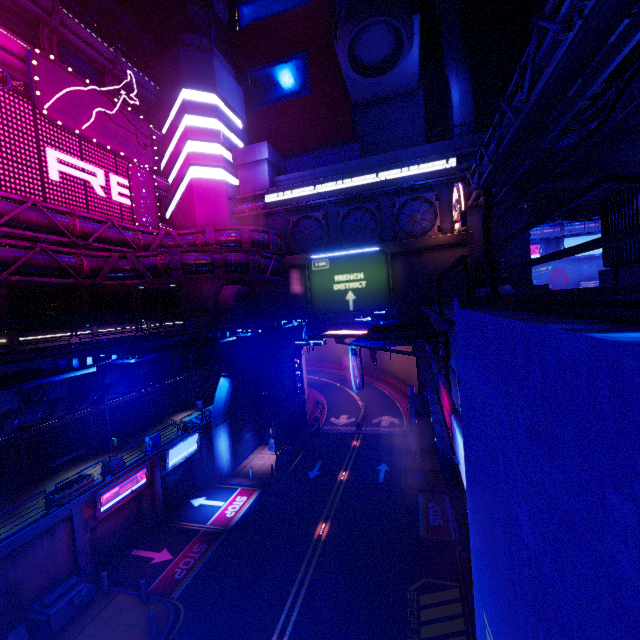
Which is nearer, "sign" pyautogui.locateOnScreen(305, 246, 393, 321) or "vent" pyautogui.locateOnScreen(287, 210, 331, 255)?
"sign" pyautogui.locateOnScreen(305, 246, 393, 321)

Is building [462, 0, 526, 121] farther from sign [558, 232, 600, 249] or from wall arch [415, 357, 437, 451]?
sign [558, 232, 600, 249]

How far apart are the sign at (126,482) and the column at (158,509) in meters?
0.4

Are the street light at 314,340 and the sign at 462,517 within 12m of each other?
yes

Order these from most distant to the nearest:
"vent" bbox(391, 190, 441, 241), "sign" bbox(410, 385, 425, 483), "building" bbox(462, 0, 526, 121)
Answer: "building" bbox(462, 0, 526, 121) → "vent" bbox(391, 190, 441, 241) → "sign" bbox(410, 385, 425, 483)

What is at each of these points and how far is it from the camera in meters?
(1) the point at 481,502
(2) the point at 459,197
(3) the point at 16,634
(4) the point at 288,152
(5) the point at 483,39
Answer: (1) walkway, 3.2
(2) sign, 24.8
(3) fence, 13.7
(4) building, 39.8
(5) building, 38.5

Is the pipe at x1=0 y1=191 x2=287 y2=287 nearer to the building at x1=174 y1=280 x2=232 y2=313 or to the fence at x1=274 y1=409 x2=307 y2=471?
the building at x1=174 y1=280 x2=232 y2=313

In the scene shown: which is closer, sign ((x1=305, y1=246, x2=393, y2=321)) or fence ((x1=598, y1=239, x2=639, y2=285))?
fence ((x1=598, y1=239, x2=639, y2=285))
